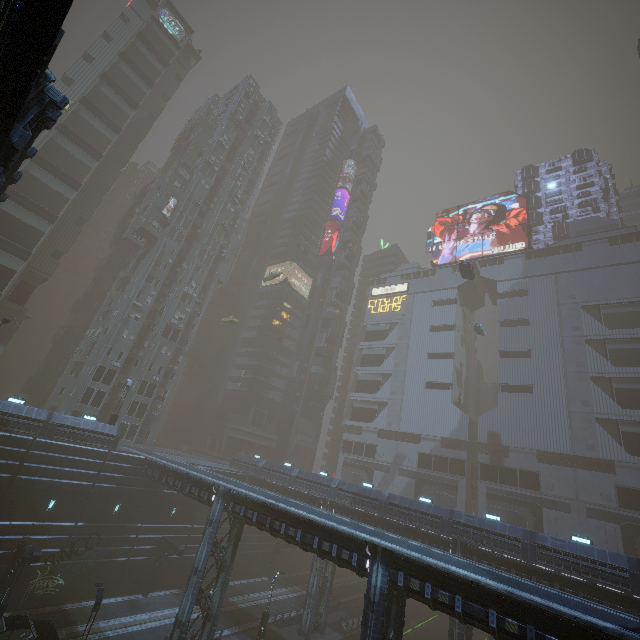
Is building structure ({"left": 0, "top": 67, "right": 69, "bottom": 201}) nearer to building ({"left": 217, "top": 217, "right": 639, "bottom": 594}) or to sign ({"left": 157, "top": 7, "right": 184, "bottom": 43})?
building ({"left": 217, "top": 217, "right": 639, "bottom": 594})

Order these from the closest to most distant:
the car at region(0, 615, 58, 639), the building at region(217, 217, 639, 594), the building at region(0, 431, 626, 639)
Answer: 1. the building at region(0, 431, 626, 639)
2. the car at region(0, 615, 58, 639)
3. the building at region(217, 217, 639, 594)

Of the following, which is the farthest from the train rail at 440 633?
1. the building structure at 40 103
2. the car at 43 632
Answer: the building structure at 40 103

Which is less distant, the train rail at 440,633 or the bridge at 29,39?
the bridge at 29,39

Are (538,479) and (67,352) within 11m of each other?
no

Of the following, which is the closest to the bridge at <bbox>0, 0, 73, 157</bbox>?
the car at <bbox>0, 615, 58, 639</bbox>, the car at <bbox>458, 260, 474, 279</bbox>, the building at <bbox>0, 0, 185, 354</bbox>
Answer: the building at <bbox>0, 0, 185, 354</bbox>

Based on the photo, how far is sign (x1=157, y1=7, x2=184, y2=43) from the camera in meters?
56.6

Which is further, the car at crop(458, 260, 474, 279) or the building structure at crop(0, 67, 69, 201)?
the car at crop(458, 260, 474, 279)
